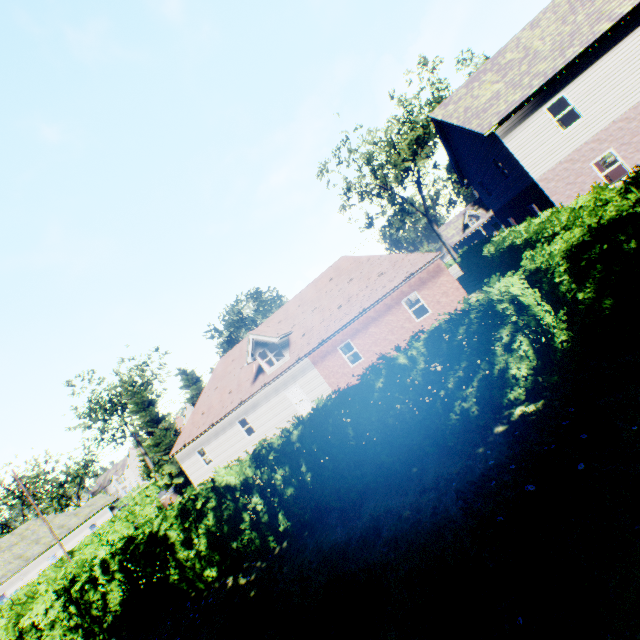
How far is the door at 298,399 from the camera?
22.1m

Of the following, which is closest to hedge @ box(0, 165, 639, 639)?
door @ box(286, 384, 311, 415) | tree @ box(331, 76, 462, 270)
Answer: tree @ box(331, 76, 462, 270)

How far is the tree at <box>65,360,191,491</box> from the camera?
28.09m

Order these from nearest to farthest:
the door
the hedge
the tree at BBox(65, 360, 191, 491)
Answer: the hedge → the door → the tree at BBox(65, 360, 191, 491)

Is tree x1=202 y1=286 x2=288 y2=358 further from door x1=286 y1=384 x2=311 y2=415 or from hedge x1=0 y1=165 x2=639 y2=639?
door x1=286 y1=384 x2=311 y2=415

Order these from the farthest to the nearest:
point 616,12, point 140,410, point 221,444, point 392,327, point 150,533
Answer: point 140,410 < point 221,444 < point 392,327 < point 616,12 < point 150,533

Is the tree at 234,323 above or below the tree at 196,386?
above
